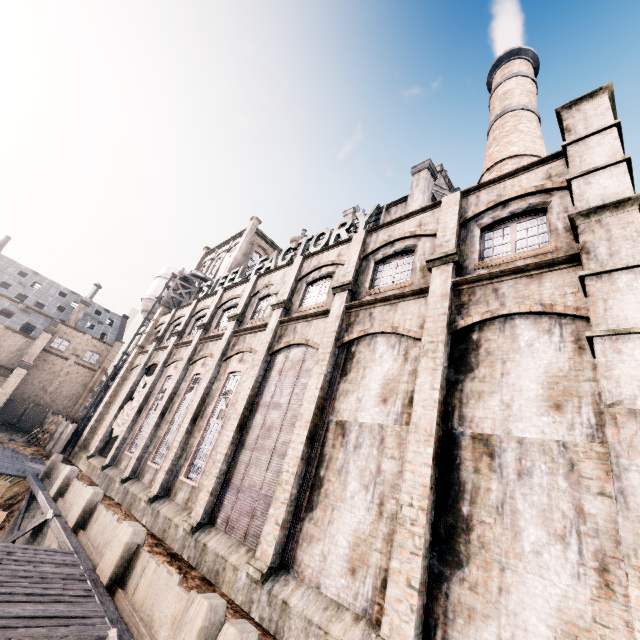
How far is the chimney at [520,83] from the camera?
22.20m

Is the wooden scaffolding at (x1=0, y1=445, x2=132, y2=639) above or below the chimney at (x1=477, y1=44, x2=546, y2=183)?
below

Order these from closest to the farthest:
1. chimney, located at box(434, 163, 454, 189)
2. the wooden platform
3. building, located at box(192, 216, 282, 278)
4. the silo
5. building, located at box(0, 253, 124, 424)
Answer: the wooden platform
chimney, located at box(434, 163, 454, 189)
the silo
building, located at box(0, 253, 124, 424)
building, located at box(192, 216, 282, 278)

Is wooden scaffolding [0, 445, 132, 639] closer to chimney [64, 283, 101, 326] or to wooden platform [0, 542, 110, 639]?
wooden platform [0, 542, 110, 639]

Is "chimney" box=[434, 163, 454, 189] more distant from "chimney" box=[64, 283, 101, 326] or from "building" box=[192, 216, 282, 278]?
"chimney" box=[64, 283, 101, 326]

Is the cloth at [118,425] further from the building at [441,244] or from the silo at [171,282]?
the silo at [171,282]

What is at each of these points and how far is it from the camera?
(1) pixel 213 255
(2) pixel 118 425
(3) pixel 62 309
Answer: (1) building, 50.28m
(2) cloth, 25.34m
(3) building, 59.72m

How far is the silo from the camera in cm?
3269
